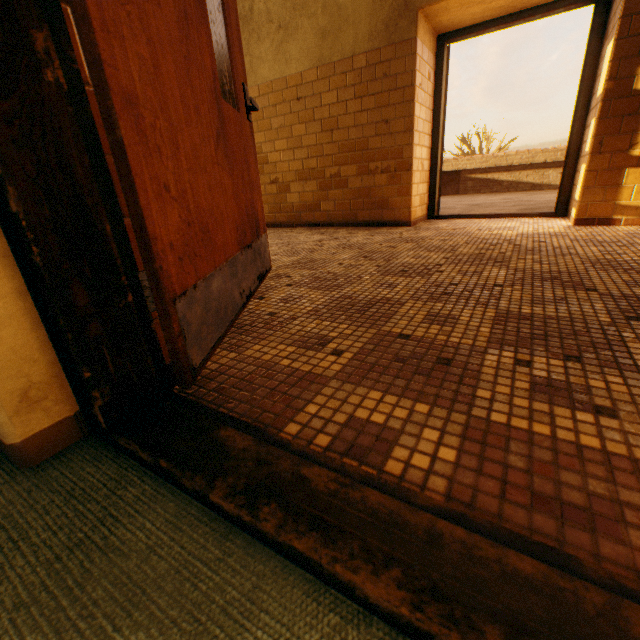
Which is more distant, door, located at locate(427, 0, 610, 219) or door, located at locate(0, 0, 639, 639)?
door, located at locate(427, 0, 610, 219)

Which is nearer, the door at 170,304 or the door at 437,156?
the door at 170,304

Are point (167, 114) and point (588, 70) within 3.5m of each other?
no
